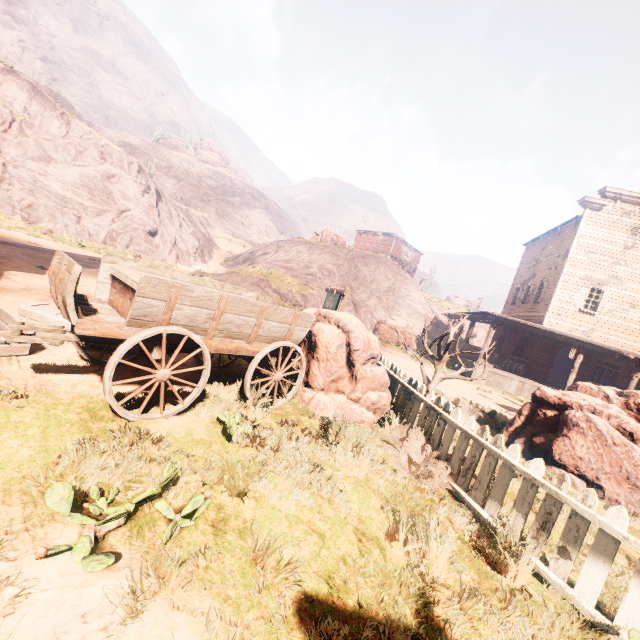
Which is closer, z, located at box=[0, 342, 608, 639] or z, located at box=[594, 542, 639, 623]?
z, located at box=[0, 342, 608, 639]

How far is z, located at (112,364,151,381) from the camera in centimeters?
456cm

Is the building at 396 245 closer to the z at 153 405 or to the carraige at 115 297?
the z at 153 405

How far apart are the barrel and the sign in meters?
13.8 m

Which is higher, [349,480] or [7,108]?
[7,108]

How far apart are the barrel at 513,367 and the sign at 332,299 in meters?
13.8

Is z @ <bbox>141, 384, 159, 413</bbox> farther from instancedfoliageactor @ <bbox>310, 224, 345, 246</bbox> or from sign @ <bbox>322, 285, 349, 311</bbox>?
instancedfoliageactor @ <bbox>310, 224, 345, 246</bbox>
